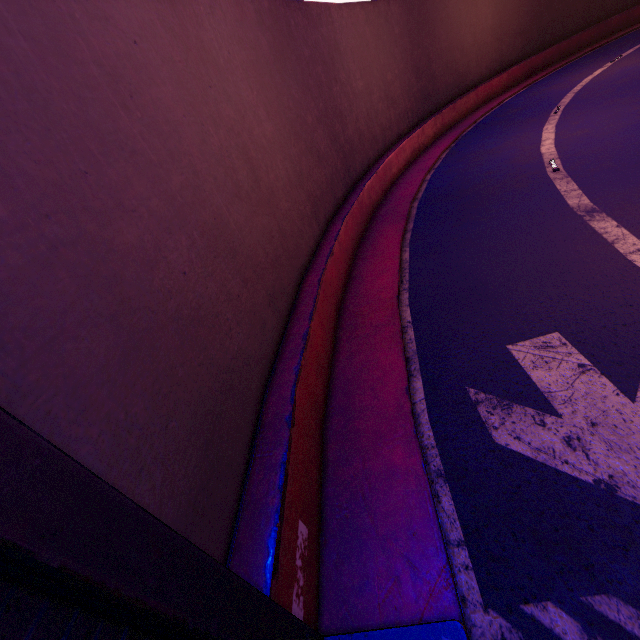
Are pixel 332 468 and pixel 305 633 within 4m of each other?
yes
